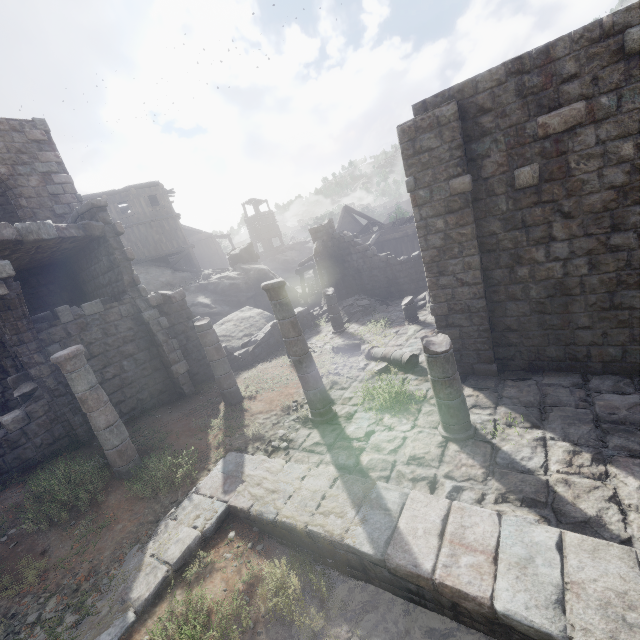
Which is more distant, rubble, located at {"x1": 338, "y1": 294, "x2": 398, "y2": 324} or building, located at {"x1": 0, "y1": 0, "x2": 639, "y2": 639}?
rubble, located at {"x1": 338, "y1": 294, "x2": 398, "y2": 324}

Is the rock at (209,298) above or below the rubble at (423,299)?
above

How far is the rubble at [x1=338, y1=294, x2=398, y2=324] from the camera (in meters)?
17.58

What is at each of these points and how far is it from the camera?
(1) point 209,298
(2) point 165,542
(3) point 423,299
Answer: (1) rock, 23.0m
(2) building, 5.8m
(3) rubble, 16.3m

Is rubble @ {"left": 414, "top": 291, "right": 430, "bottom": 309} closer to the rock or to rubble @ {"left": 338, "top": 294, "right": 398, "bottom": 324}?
rubble @ {"left": 338, "top": 294, "right": 398, "bottom": 324}

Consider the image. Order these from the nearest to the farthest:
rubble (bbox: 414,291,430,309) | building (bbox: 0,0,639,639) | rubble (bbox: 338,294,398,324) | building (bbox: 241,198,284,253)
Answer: building (bbox: 0,0,639,639), rubble (bbox: 414,291,430,309), rubble (bbox: 338,294,398,324), building (bbox: 241,198,284,253)

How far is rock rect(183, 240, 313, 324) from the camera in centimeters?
2211cm

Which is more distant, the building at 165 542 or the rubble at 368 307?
the rubble at 368 307
